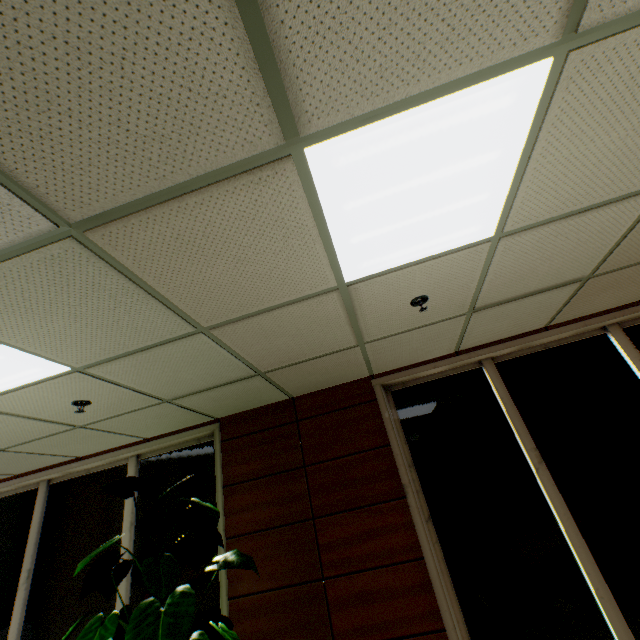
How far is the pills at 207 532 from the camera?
2.87m

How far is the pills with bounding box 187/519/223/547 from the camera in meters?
2.9

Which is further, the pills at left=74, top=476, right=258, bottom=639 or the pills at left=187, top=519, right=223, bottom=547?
the pills at left=187, top=519, right=223, bottom=547

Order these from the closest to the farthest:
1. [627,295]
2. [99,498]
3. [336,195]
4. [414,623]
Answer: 1. [336,195]
2. [414,623]
3. [627,295]
4. [99,498]

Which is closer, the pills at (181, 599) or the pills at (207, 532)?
the pills at (181, 599)
